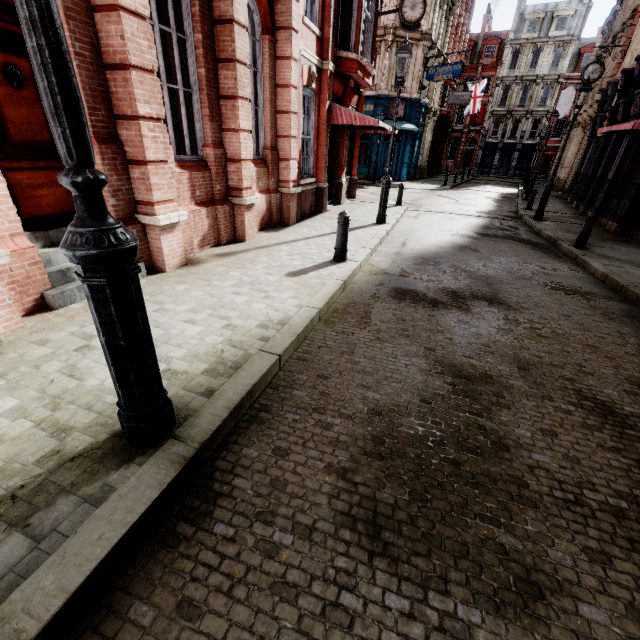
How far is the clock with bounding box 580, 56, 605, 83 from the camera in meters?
17.3

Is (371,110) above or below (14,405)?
above

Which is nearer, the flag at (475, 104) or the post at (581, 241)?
the post at (581, 241)

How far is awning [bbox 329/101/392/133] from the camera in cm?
1057

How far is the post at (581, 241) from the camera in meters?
8.8 m

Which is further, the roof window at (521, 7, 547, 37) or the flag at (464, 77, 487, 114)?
the roof window at (521, 7, 547, 37)

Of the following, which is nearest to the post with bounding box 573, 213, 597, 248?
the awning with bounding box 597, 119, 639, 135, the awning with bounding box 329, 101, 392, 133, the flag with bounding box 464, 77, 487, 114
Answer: the awning with bounding box 597, 119, 639, 135

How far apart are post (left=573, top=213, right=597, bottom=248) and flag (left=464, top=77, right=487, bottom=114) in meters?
34.0
